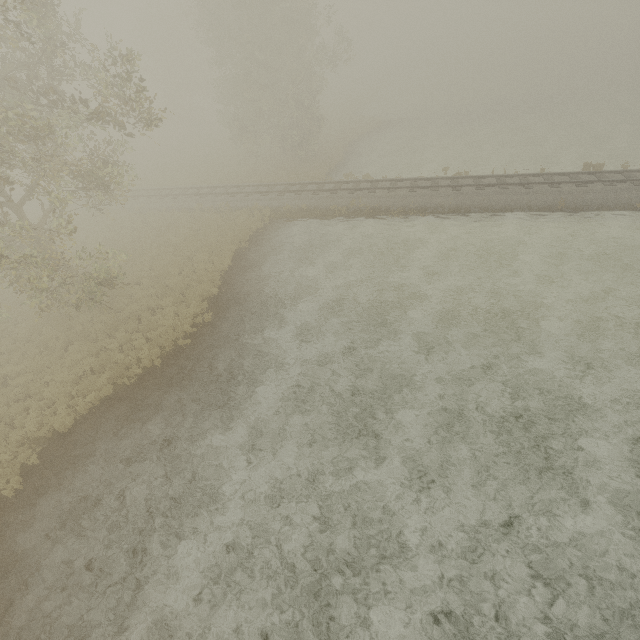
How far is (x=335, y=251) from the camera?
19.1m
